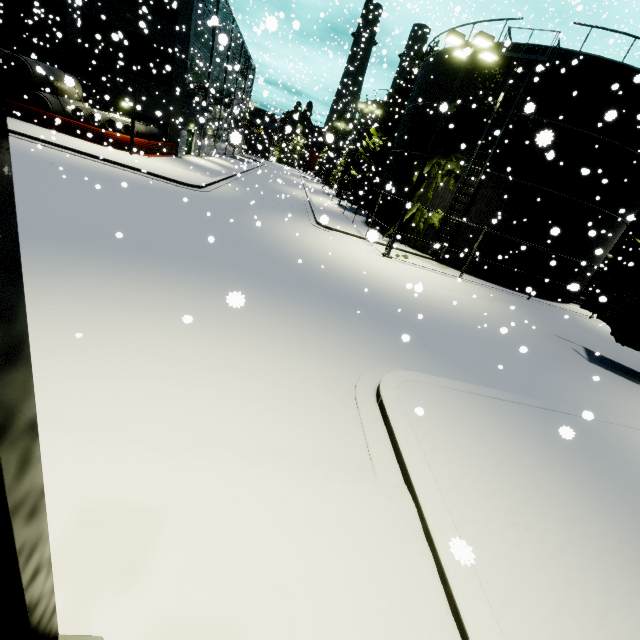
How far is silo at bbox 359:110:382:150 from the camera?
35.4 meters

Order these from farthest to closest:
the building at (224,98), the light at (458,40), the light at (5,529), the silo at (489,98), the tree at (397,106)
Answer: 1. the tree at (397,106)
2. the building at (224,98)
3. the silo at (489,98)
4. the light at (458,40)
5. the light at (5,529)

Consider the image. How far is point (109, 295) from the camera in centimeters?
643cm

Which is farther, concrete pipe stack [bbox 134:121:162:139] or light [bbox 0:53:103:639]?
concrete pipe stack [bbox 134:121:162:139]

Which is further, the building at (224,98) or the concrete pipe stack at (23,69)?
the building at (224,98)

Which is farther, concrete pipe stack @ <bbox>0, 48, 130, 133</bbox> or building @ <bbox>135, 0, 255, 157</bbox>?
building @ <bbox>135, 0, 255, 157</bbox>

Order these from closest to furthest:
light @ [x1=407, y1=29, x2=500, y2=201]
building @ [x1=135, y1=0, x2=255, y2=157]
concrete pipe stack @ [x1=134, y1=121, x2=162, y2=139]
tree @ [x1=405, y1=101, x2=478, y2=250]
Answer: light @ [x1=407, y1=29, x2=500, y2=201] < tree @ [x1=405, y1=101, x2=478, y2=250] < concrete pipe stack @ [x1=134, y1=121, x2=162, y2=139] < building @ [x1=135, y1=0, x2=255, y2=157]

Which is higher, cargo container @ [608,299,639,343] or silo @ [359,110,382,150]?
silo @ [359,110,382,150]
